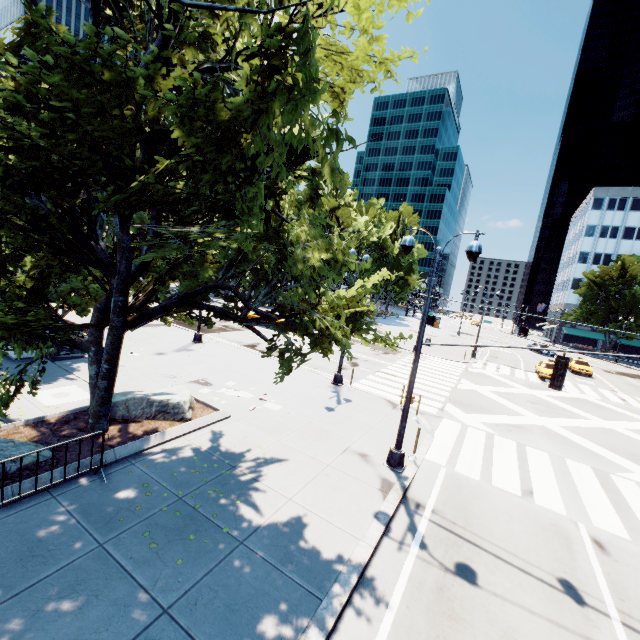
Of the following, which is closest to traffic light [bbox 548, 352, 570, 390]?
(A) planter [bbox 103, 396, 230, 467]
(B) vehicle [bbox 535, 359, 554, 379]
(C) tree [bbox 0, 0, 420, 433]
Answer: (C) tree [bbox 0, 0, 420, 433]

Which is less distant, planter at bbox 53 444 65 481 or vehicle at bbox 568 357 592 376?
planter at bbox 53 444 65 481

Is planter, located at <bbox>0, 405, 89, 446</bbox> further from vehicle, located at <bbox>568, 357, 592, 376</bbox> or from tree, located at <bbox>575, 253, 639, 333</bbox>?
vehicle, located at <bbox>568, 357, 592, 376</bbox>

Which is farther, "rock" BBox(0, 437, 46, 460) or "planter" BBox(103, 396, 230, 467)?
"planter" BBox(103, 396, 230, 467)

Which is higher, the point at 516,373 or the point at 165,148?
the point at 165,148

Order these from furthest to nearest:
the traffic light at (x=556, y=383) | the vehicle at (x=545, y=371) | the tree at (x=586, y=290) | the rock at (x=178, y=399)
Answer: the tree at (x=586, y=290) → the vehicle at (x=545, y=371) → the rock at (x=178, y=399) → the traffic light at (x=556, y=383)

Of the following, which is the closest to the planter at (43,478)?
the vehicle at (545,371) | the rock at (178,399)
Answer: the rock at (178,399)
